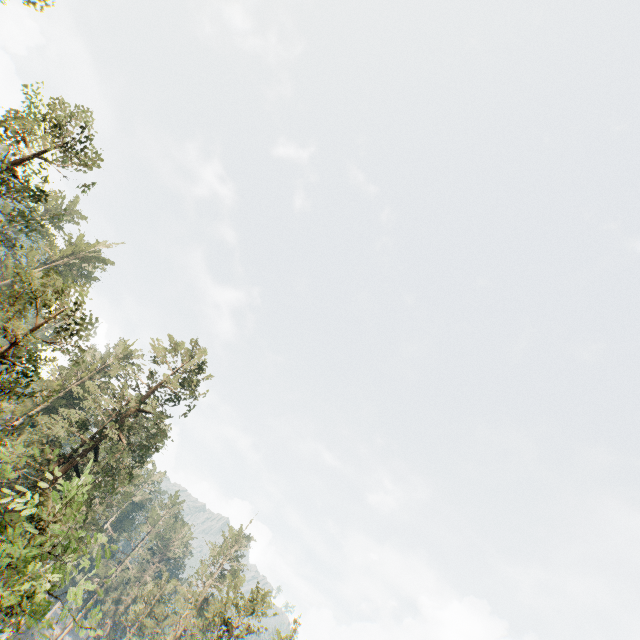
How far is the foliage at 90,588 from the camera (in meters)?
11.47

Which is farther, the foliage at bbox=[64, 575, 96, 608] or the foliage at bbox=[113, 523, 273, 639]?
the foliage at bbox=[113, 523, 273, 639]

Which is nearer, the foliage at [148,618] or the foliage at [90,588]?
the foliage at [90,588]

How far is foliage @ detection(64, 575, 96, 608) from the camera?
11.47m

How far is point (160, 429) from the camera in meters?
32.1 m
